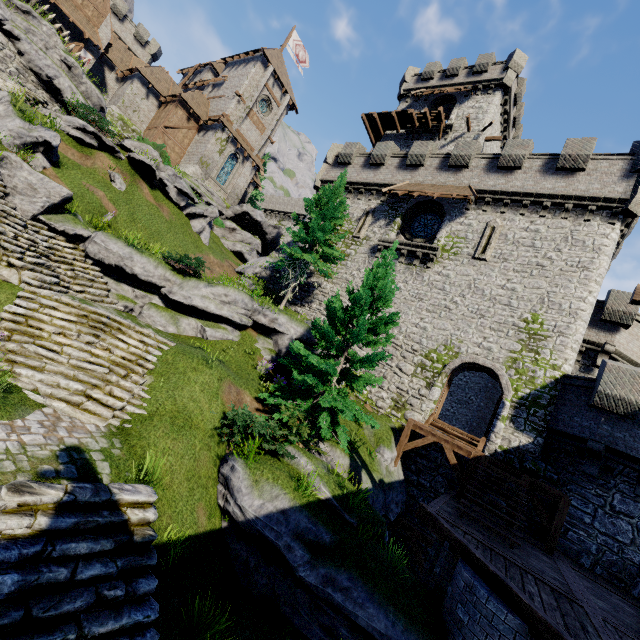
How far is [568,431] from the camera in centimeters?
1362cm

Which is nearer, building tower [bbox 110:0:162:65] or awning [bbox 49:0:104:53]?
awning [bbox 49:0:104:53]

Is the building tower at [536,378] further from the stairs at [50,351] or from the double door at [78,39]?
the double door at [78,39]

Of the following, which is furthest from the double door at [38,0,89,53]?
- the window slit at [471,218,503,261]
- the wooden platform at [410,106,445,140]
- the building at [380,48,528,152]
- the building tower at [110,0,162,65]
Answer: the window slit at [471,218,503,261]

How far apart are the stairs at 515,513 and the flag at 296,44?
46.7m

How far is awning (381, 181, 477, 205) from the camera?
19.41m

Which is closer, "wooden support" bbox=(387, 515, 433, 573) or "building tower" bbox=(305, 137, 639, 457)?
"wooden support" bbox=(387, 515, 433, 573)

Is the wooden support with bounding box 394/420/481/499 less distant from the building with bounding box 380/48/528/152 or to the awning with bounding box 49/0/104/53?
the building with bounding box 380/48/528/152
